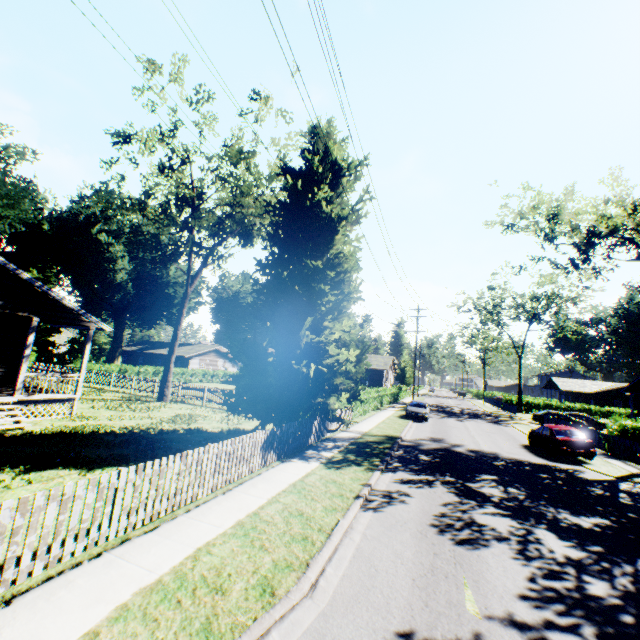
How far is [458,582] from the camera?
5.7m

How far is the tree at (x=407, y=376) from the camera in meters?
58.0

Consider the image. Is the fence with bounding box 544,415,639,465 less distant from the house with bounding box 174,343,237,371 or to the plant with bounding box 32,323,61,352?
the plant with bounding box 32,323,61,352

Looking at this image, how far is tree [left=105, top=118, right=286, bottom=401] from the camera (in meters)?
19.67

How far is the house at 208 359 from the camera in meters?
49.2 m

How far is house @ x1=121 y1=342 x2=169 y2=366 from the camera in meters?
52.3 m

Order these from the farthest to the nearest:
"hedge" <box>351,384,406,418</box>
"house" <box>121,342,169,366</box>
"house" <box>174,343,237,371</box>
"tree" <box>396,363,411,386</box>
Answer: "tree" <box>396,363,411,386</box> → "house" <box>121,342,169,366</box> → "house" <box>174,343,237,371</box> → "hedge" <box>351,384,406,418</box>

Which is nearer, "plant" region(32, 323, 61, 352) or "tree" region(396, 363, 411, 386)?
"plant" region(32, 323, 61, 352)
